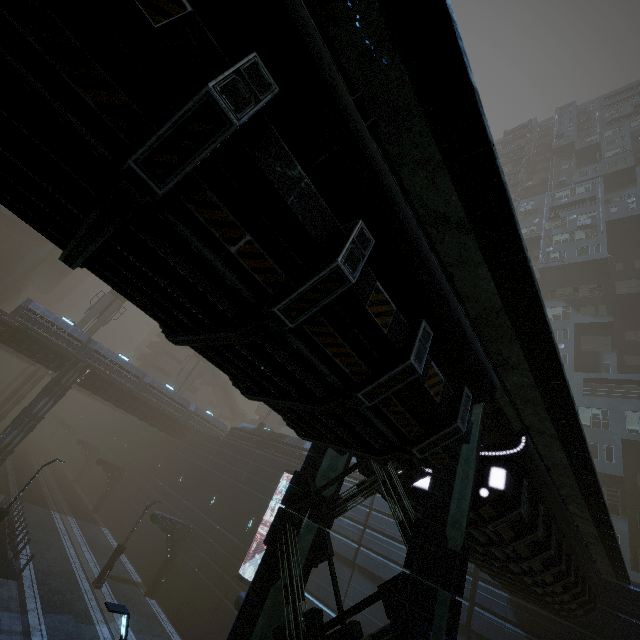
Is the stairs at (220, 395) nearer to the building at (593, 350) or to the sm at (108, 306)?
the building at (593, 350)

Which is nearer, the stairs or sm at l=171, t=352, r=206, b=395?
sm at l=171, t=352, r=206, b=395

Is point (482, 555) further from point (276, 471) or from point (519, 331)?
point (276, 471)

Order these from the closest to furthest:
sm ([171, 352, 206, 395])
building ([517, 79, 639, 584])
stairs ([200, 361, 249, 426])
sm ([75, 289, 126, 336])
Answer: building ([517, 79, 639, 584])
sm ([75, 289, 126, 336])
sm ([171, 352, 206, 395])
stairs ([200, 361, 249, 426])

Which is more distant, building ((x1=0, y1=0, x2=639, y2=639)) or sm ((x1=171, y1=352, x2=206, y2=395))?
sm ((x1=171, y1=352, x2=206, y2=395))

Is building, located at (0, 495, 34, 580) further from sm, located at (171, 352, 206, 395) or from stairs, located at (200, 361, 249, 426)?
sm, located at (171, 352, 206, 395)

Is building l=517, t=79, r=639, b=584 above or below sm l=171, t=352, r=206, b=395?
above

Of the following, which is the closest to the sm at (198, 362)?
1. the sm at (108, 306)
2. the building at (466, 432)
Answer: the building at (466, 432)
